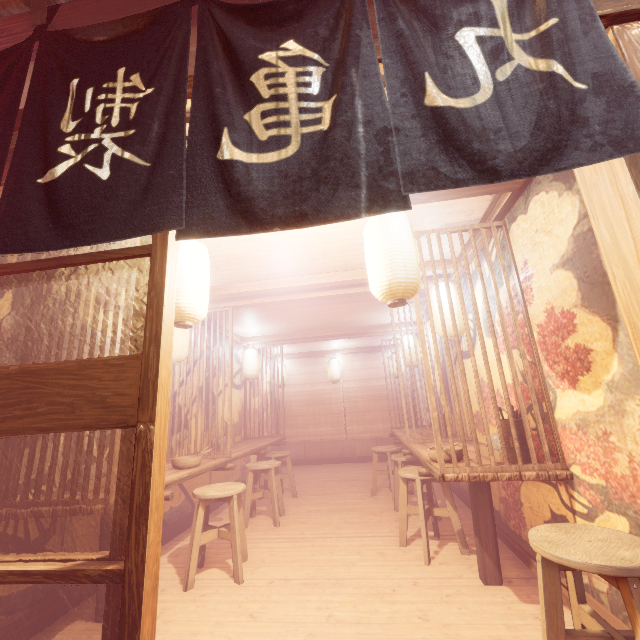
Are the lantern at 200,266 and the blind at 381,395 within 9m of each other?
no

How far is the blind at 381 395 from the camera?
15.6 meters

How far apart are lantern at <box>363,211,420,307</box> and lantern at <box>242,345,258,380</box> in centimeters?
832cm

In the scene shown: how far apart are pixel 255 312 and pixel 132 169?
7.39m

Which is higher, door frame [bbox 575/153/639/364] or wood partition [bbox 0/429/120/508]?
door frame [bbox 575/153/639/364]

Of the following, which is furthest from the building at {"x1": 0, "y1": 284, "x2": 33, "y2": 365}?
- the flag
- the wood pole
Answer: the flag

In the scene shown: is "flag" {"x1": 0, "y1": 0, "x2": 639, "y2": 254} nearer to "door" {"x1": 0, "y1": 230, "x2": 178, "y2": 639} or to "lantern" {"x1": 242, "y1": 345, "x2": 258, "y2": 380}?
"door" {"x1": 0, "y1": 230, "x2": 178, "y2": 639}

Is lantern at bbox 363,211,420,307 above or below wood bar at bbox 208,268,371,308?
below
